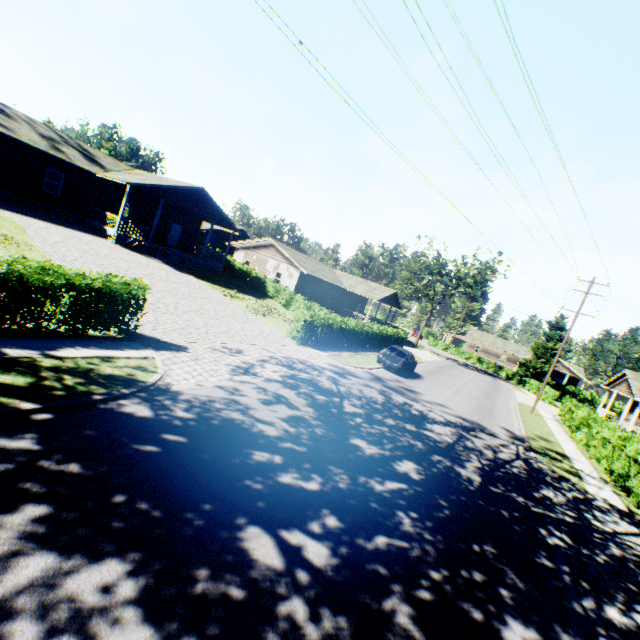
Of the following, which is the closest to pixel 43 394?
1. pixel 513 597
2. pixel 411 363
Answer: pixel 513 597

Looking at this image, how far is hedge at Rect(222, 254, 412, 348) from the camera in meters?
19.3 m

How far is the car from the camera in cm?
2128

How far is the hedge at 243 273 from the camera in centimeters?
1933cm

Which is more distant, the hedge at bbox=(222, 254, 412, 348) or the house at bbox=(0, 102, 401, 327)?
the house at bbox=(0, 102, 401, 327)

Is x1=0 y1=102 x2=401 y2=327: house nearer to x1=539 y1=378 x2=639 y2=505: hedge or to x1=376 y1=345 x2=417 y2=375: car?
x1=376 y1=345 x2=417 y2=375: car

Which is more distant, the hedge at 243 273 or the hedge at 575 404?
the hedge at 243 273

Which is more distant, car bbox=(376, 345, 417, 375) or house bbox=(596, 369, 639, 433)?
house bbox=(596, 369, 639, 433)
